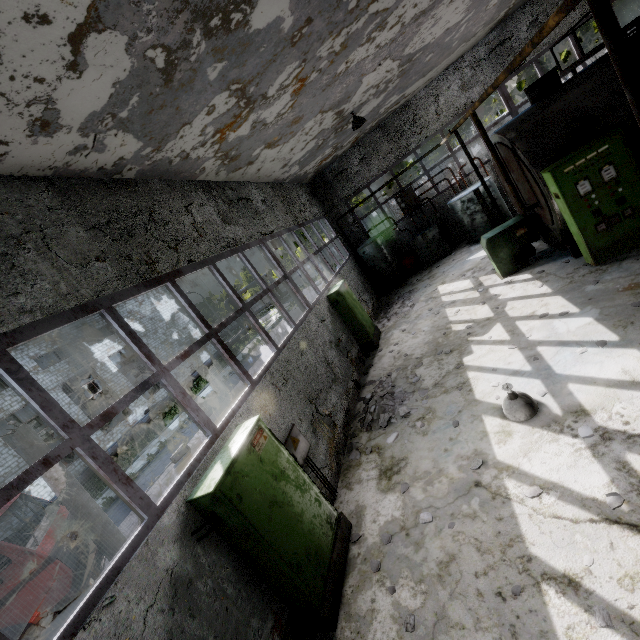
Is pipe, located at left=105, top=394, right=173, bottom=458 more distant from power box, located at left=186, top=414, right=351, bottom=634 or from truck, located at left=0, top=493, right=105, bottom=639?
power box, located at left=186, top=414, right=351, bottom=634

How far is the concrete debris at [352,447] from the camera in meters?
6.7 m

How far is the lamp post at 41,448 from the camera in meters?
7.2 m

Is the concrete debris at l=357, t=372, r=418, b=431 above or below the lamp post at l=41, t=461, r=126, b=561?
below

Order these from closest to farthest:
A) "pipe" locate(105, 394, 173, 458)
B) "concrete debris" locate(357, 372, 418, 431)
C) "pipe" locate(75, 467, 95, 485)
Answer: "concrete debris" locate(357, 372, 418, 431)
"pipe" locate(75, 467, 95, 485)
"pipe" locate(105, 394, 173, 458)

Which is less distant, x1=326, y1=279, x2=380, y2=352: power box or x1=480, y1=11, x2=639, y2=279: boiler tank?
x1=480, y1=11, x2=639, y2=279: boiler tank

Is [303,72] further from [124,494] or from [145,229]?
[124,494]

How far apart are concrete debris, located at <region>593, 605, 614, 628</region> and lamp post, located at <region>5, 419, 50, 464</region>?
8.9m
